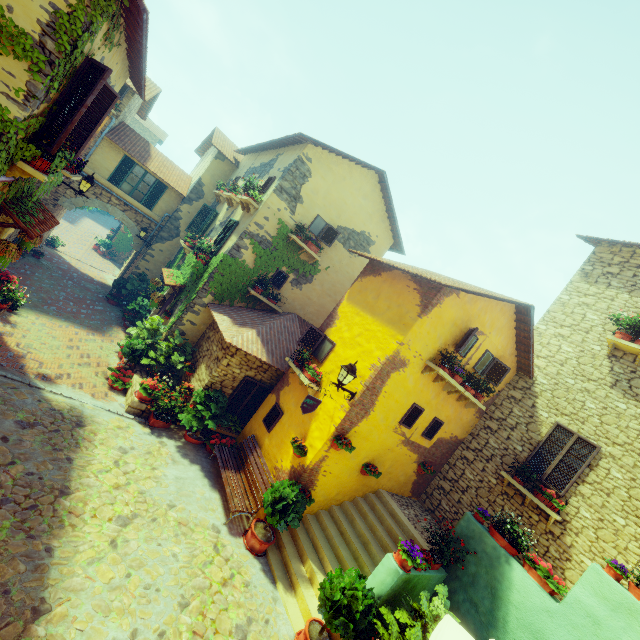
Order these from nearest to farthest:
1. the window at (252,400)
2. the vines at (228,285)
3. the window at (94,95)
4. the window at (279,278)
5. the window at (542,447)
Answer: A: the window at (94,95) < the window at (542,447) < the window at (252,400) < the vines at (228,285) < the window at (279,278)

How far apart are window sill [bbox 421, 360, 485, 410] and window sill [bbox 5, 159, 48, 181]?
8.61m

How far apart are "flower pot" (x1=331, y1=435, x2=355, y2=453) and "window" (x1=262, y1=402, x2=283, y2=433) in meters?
1.9

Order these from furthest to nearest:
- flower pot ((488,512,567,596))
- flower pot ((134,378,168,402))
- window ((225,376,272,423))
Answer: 1. window ((225,376,272,423))
2. flower pot ((134,378,168,402))
3. flower pot ((488,512,567,596))

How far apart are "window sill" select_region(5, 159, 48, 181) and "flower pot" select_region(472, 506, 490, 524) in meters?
10.8

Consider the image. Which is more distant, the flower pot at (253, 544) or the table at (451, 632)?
the flower pot at (253, 544)

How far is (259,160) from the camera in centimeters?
1441cm

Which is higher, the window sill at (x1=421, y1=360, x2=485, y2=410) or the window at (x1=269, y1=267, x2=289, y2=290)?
the window sill at (x1=421, y1=360, x2=485, y2=410)
